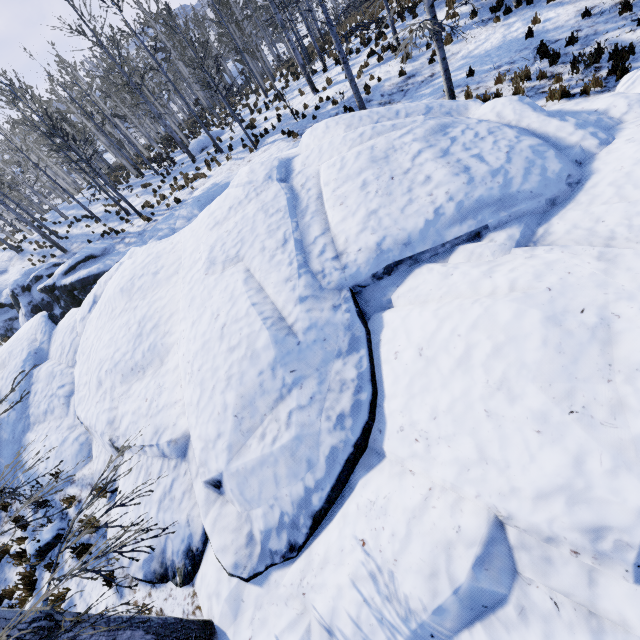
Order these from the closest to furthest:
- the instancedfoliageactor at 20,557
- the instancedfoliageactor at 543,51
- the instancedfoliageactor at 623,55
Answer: the instancedfoliageactor at 20,557, the instancedfoliageactor at 623,55, the instancedfoliageactor at 543,51

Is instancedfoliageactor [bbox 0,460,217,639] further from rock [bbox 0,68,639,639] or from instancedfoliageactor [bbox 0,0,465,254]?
instancedfoliageactor [bbox 0,0,465,254]

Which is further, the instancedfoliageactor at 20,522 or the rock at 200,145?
the rock at 200,145

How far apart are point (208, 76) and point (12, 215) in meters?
47.5 m

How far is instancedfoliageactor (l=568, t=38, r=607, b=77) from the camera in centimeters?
873cm

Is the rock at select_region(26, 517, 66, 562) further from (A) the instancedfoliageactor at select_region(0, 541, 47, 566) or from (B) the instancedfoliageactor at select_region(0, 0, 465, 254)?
(B) the instancedfoliageactor at select_region(0, 0, 465, 254)

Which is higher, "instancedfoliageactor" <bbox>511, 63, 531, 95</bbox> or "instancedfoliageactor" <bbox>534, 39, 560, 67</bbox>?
"instancedfoliageactor" <bbox>534, 39, 560, 67</bbox>
